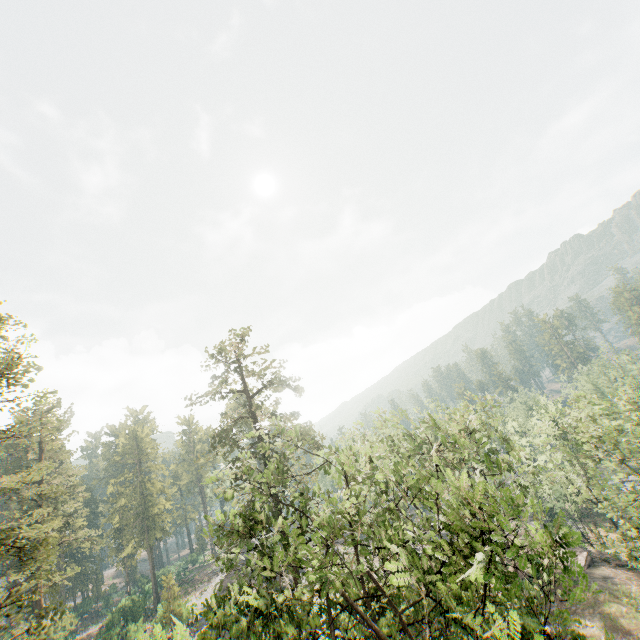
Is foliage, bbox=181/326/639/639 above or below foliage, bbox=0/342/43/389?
below

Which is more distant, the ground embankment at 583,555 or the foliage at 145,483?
the ground embankment at 583,555

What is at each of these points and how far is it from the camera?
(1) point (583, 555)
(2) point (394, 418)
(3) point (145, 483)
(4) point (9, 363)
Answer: (1) ground embankment, 36.0 meters
(2) foliage, 26.9 meters
(3) foliage, 56.3 meters
(4) foliage, 16.6 meters

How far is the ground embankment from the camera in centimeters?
3467cm

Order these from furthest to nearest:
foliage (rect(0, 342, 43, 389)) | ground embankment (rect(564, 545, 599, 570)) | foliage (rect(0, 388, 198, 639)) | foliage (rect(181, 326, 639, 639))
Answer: ground embankment (rect(564, 545, 599, 570)) < foliage (rect(0, 342, 43, 389)) < foliage (rect(0, 388, 198, 639)) < foliage (rect(181, 326, 639, 639))

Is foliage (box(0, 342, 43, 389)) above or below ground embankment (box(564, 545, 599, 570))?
above

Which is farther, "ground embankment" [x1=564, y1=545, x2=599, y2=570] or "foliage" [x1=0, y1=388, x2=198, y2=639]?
"ground embankment" [x1=564, y1=545, x2=599, y2=570]

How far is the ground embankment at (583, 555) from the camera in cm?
3467
